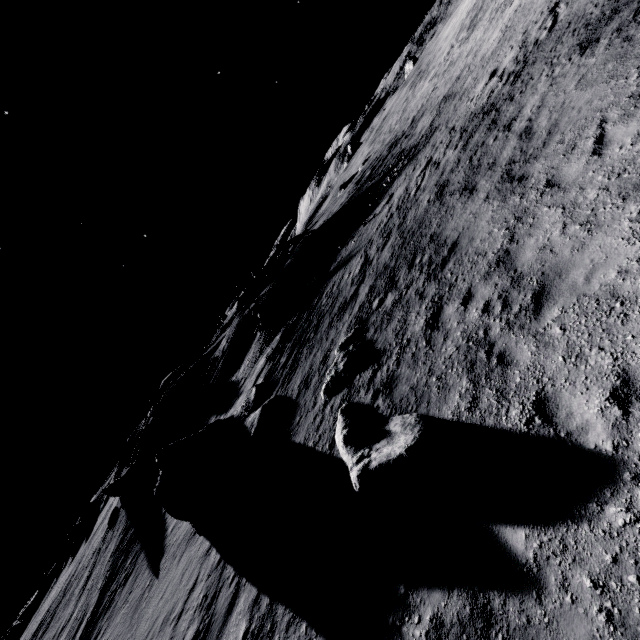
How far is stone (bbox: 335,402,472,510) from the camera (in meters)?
5.62

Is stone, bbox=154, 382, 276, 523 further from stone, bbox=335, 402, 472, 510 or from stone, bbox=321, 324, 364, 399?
stone, bbox=335, 402, 472, 510

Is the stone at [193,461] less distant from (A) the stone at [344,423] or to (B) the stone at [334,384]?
(B) the stone at [334,384]

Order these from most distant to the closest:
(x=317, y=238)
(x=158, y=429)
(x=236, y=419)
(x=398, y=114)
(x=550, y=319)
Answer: (x=398, y=114) → (x=158, y=429) → (x=317, y=238) → (x=236, y=419) → (x=550, y=319)

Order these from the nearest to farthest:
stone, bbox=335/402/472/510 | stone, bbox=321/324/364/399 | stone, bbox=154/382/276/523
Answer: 1. stone, bbox=335/402/472/510
2. stone, bbox=321/324/364/399
3. stone, bbox=154/382/276/523

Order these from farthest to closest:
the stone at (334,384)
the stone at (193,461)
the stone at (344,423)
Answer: the stone at (193,461) → the stone at (334,384) → the stone at (344,423)

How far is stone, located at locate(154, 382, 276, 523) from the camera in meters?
14.1 m

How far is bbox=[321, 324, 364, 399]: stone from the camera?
10.8 meters
